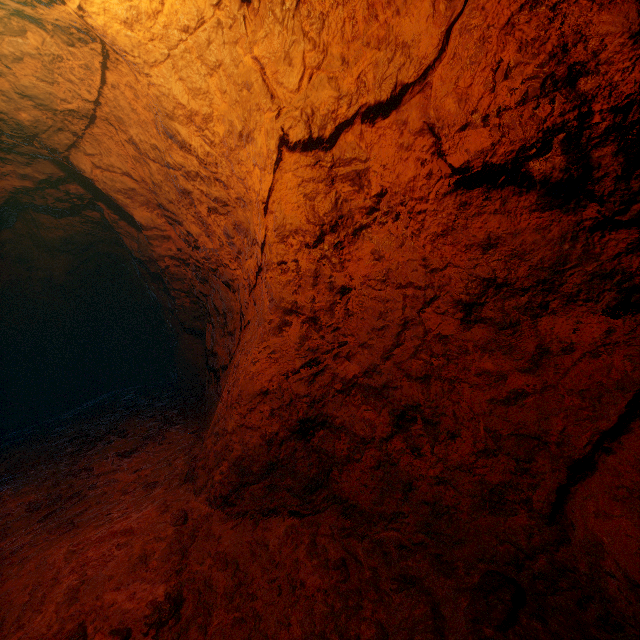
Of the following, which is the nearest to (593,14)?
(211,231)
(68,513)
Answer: (211,231)
